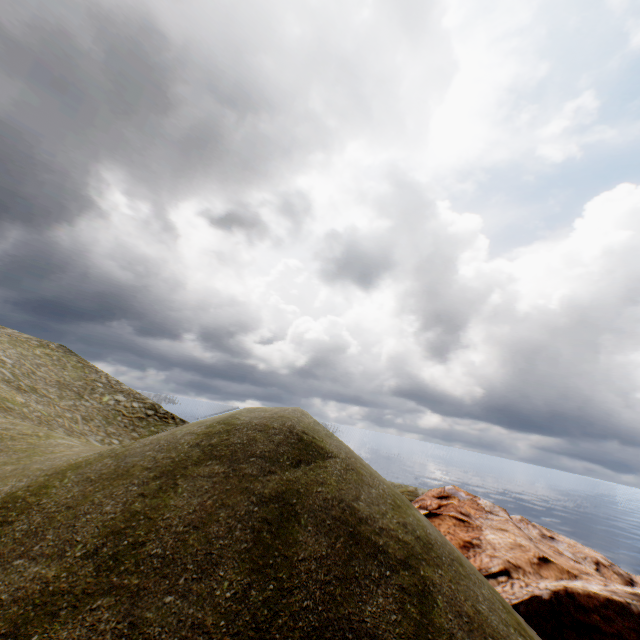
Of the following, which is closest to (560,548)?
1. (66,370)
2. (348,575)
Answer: (348,575)
